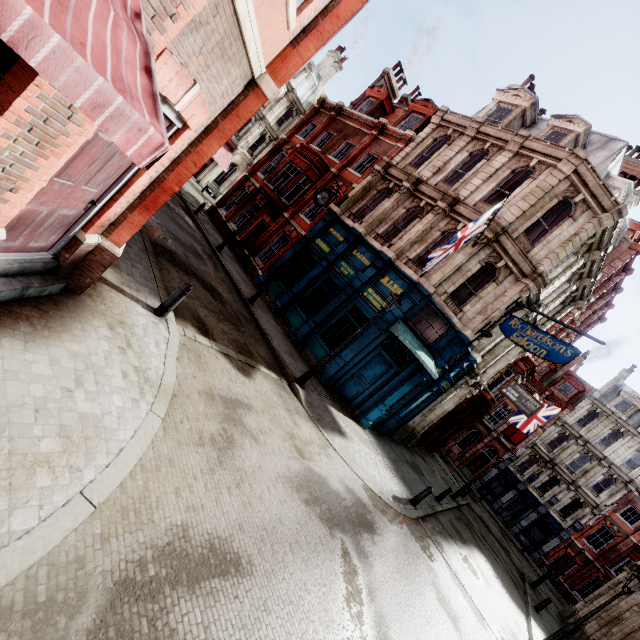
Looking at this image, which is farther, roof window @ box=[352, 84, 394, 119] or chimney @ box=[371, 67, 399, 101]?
chimney @ box=[371, 67, 399, 101]

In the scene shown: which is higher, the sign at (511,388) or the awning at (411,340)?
the sign at (511,388)

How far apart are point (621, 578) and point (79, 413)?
32.4 meters

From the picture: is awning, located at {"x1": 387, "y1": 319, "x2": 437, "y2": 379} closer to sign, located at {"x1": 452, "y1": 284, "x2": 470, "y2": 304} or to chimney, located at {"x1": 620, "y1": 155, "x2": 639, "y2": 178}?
sign, located at {"x1": 452, "y1": 284, "x2": 470, "y2": 304}

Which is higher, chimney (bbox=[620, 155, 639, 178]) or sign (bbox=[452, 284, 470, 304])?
chimney (bbox=[620, 155, 639, 178])

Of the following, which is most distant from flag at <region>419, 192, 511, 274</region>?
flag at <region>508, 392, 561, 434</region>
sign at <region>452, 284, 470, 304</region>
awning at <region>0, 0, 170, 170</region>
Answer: flag at <region>508, 392, 561, 434</region>

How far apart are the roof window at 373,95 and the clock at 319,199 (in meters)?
8.86

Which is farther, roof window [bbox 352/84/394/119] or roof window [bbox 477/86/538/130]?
roof window [bbox 352/84/394/119]
